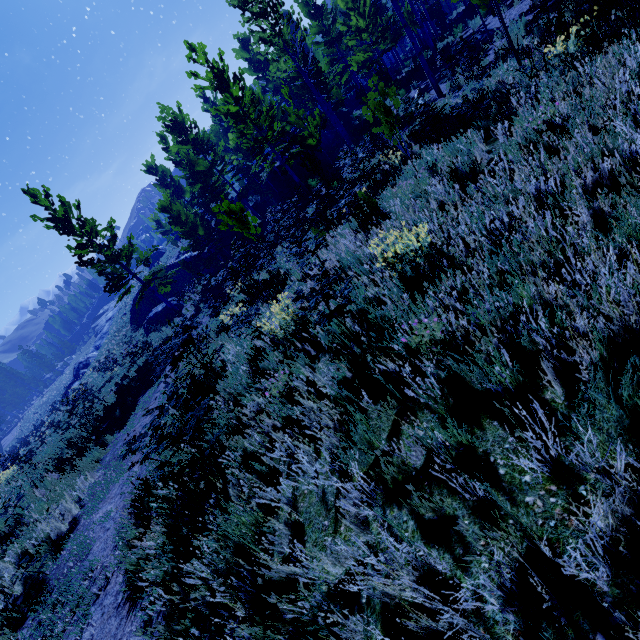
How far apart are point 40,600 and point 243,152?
28.76m

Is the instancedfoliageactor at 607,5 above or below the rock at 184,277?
below

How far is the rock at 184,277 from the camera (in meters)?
26.35

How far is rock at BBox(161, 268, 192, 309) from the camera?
26.35m

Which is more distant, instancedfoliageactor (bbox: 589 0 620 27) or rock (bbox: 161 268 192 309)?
rock (bbox: 161 268 192 309)

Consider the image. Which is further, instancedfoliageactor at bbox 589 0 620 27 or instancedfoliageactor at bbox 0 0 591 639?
instancedfoliageactor at bbox 589 0 620 27

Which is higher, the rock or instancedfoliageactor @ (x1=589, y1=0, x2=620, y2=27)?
the rock
